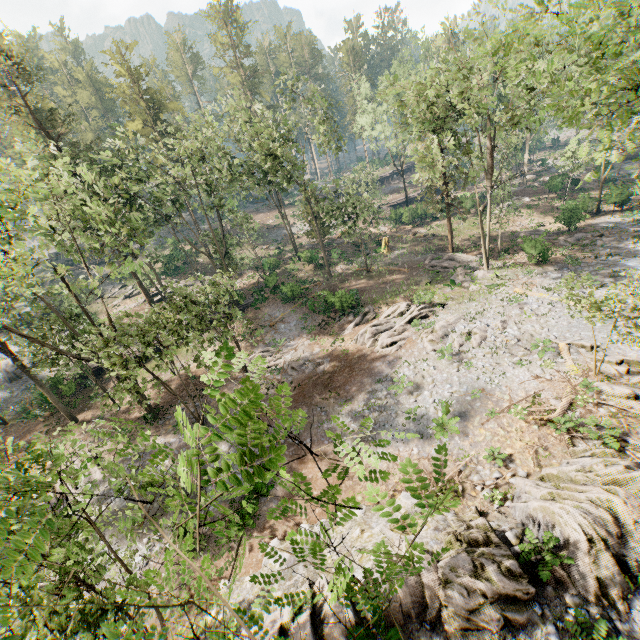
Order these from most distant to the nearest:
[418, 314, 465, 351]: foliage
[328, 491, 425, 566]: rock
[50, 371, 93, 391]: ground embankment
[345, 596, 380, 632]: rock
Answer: [50, 371, 93, 391]: ground embankment < [418, 314, 465, 351]: foliage < [328, 491, 425, 566]: rock < [345, 596, 380, 632]: rock

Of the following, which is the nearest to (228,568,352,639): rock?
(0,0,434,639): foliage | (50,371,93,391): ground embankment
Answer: (0,0,434,639): foliage

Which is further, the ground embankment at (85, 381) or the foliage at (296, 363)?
the ground embankment at (85, 381)

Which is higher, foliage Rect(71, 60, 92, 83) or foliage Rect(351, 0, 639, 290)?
foliage Rect(71, 60, 92, 83)

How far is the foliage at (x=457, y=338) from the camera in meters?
21.6 m

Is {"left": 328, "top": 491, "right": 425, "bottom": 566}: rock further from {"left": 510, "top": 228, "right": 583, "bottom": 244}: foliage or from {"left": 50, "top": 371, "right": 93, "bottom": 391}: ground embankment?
{"left": 50, "top": 371, "right": 93, "bottom": 391}: ground embankment

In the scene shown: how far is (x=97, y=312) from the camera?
43.47m
